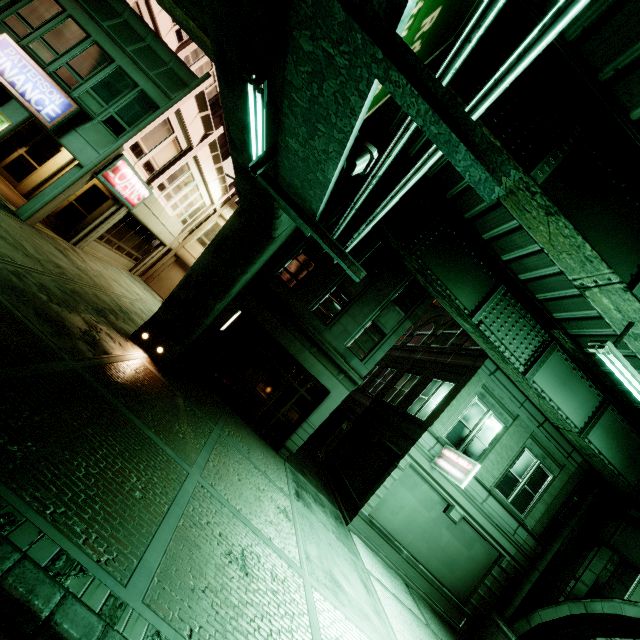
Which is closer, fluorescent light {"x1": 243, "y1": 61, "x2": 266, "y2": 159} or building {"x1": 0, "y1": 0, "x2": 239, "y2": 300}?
fluorescent light {"x1": 243, "y1": 61, "x2": 266, "y2": 159}

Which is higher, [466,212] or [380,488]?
[466,212]

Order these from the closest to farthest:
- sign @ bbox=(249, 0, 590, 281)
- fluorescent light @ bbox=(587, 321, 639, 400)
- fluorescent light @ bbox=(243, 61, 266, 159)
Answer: sign @ bbox=(249, 0, 590, 281) → fluorescent light @ bbox=(243, 61, 266, 159) → fluorescent light @ bbox=(587, 321, 639, 400)

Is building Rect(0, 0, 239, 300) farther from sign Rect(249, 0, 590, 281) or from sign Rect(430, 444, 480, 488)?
sign Rect(249, 0, 590, 281)

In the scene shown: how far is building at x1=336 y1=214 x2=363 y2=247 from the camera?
15.2m

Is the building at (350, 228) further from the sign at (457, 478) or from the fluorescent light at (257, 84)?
the fluorescent light at (257, 84)

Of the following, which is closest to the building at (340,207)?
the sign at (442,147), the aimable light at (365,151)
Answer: the sign at (442,147)

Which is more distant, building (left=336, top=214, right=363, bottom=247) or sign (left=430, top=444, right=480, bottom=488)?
building (left=336, top=214, right=363, bottom=247)
